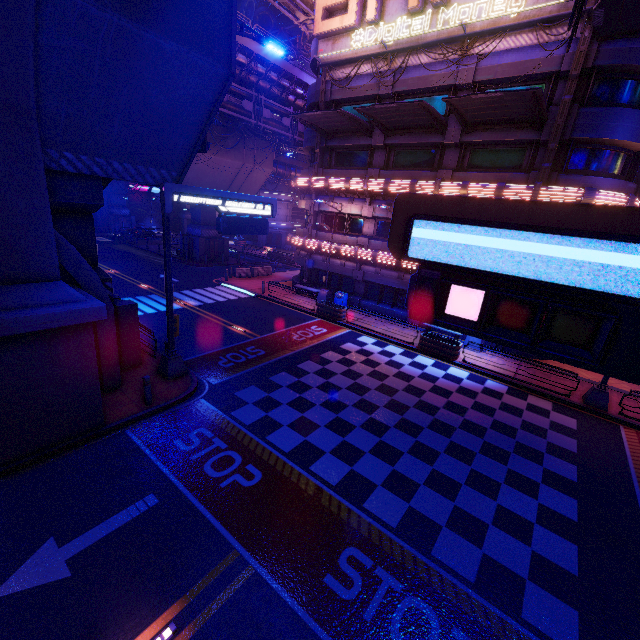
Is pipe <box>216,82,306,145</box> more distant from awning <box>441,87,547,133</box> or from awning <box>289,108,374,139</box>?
awning <box>441,87,547,133</box>

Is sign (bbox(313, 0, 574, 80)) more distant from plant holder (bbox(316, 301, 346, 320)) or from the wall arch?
the wall arch

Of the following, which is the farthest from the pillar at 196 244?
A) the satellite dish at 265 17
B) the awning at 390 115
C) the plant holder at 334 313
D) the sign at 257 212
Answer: the satellite dish at 265 17

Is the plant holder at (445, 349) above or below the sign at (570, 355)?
below

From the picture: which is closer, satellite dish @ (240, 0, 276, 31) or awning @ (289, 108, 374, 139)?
awning @ (289, 108, 374, 139)

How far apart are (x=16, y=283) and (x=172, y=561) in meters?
7.3 m

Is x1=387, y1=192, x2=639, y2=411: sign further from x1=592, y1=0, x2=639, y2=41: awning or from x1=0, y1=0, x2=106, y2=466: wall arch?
x1=592, y1=0, x2=639, y2=41: awning

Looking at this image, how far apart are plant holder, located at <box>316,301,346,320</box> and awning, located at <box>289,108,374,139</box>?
11.5 meters
